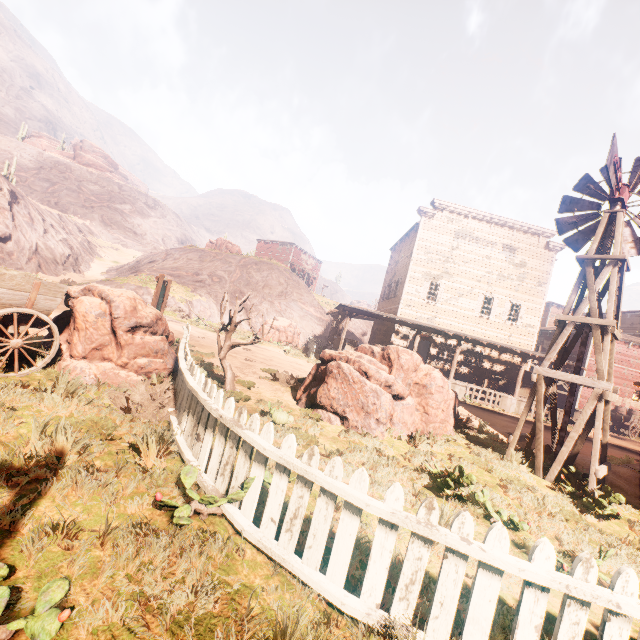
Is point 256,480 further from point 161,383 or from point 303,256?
point 303,256

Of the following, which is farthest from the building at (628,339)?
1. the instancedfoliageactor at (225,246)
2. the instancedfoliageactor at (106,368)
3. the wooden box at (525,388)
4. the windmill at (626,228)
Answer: the instancedfoliageactor at (225,246)

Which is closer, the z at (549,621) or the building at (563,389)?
the z at (549,621)

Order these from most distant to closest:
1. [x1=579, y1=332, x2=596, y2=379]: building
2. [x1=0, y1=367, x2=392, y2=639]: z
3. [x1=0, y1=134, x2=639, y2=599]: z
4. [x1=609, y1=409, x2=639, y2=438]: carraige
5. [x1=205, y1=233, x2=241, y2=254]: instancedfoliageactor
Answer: [x1=205, y1=233, x2=241, y2=254]: instancedfoliageactor < [x1=579, y1=332, x2=596, y2=379]: building < [x1=609, y1=409, x2=639, y2=438]: carraige < [x1=0, y1=134, x2=639, y2=599]: z < [x1=0, y1=367, x2=392, y2=639]: z

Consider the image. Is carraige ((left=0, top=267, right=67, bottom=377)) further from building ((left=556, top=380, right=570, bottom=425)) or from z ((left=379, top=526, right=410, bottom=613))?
building ((left=556, top=380, right=570, bottom=425))

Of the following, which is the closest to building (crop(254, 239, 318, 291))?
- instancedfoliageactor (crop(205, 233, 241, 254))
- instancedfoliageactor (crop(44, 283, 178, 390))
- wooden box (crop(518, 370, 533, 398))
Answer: wooden box (crop(518, 370, 533, 398))

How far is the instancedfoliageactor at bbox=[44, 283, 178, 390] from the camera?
5.7 meters

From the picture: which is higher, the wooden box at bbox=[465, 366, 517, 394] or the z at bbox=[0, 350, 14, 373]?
the wooden box at bbox=[465, 366, 517, 394]
